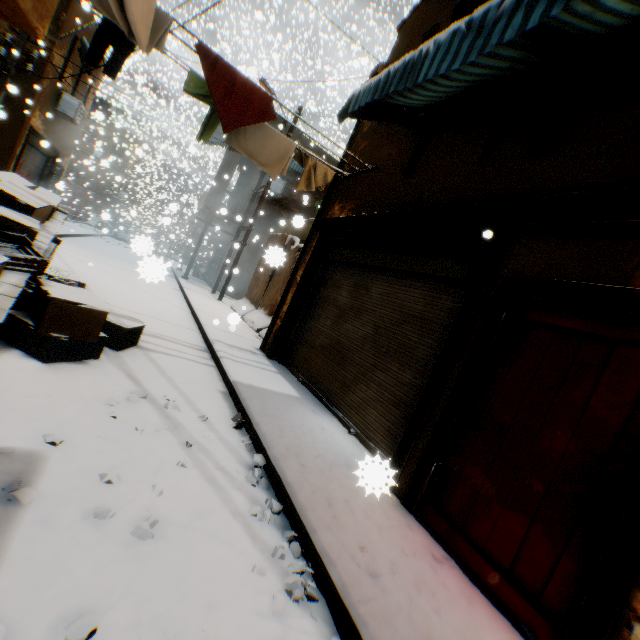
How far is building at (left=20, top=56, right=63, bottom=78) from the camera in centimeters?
1114cm

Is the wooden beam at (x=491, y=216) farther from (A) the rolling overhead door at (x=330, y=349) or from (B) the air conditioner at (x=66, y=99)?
(B) the air conditioner at (x=66, y=99)

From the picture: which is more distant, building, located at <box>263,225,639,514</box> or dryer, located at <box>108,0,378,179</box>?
dryer, located at <box>108,0,378,179</box>

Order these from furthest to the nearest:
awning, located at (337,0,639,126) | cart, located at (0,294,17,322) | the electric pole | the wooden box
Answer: the electric pole
the wooden box
cart, located at (0,294,17,322)
awning, located at (337,0,639,126)

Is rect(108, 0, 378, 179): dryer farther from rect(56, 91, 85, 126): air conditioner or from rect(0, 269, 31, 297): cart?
rect(0, 269, 31, 297): cart

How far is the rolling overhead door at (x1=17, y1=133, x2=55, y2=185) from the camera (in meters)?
A: 13.05

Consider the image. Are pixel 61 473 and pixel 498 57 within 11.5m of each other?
yes

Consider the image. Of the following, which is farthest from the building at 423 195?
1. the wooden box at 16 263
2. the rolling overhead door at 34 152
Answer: the wooden box at 16 263
